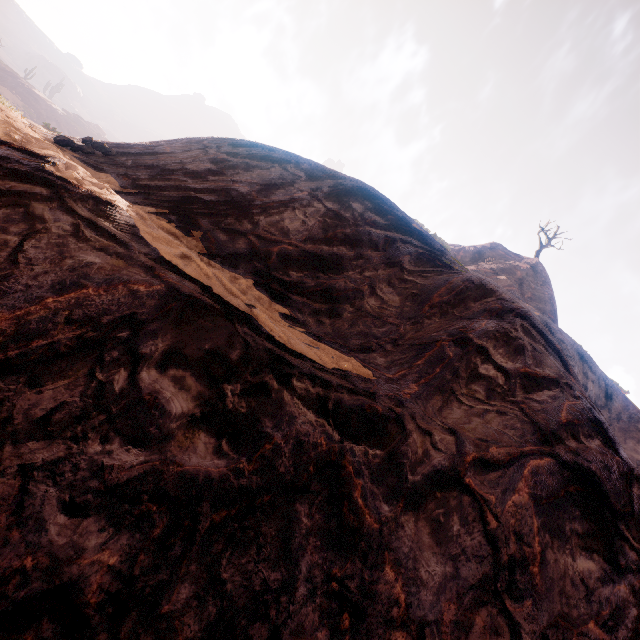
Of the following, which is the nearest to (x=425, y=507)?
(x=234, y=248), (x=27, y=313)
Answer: (x=27, y=313)
